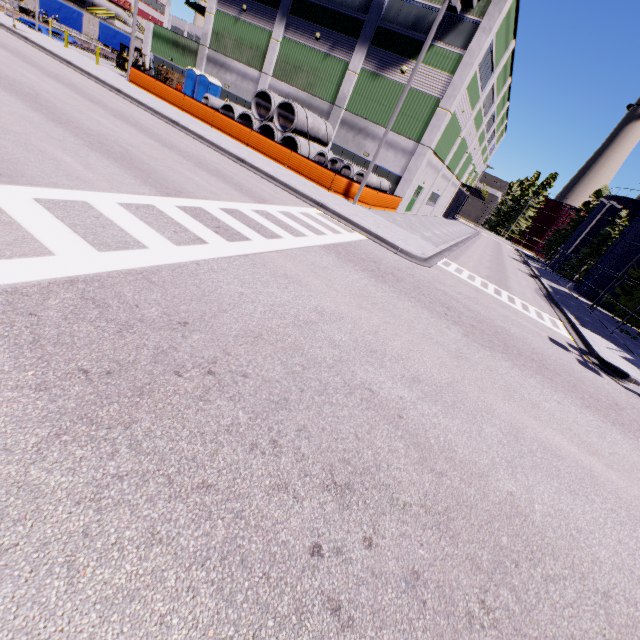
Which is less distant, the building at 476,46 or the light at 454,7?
the light at 454,7

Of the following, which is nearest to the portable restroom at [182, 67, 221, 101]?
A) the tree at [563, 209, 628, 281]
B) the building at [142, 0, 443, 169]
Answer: the building at [142, 0, 443, 169]

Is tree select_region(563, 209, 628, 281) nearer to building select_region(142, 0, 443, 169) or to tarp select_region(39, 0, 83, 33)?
building select_region(142, 0, 443, 169)

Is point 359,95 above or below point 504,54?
below

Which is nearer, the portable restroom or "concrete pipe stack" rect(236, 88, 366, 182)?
"concrete pipe stack" rect(236, 88, 366, 182)

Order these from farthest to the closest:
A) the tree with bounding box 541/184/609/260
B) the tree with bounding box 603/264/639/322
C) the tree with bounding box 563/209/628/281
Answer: the tree with bounding box 541/184/609/260
the tree with bounding box 563/209/628/281
the tree with bounding box 603/264/639/322

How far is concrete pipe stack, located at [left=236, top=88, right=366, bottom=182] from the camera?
22.0 meters

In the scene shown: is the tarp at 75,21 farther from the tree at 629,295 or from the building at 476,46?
the tree at 629,295
